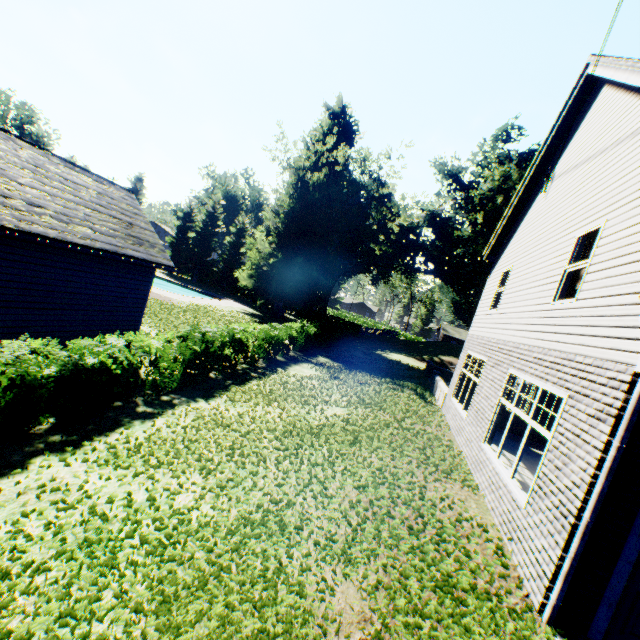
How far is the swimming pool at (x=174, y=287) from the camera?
38.94m

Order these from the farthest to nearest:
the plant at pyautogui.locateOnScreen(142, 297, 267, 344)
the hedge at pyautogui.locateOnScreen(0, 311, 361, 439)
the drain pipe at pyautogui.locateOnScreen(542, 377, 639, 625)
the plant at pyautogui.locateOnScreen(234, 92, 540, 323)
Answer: the plant at pyautogui.locateOnScreen(234, 92, 540, 323), the plant at pyautogui.locateOnScreen(142, 297, 267, 344), the hedge at pyautogui.locateOnScreen(0, 311, 361, 439), the drain pipe at pyautogui.locateOnScreen(542, 377, 639, 625)

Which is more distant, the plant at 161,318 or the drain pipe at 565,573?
the plant at 161,318

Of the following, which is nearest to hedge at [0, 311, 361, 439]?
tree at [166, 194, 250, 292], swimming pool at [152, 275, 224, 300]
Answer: tree at [166, 194, 250, 292]

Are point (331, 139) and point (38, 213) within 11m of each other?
no

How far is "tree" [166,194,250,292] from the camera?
48.2m

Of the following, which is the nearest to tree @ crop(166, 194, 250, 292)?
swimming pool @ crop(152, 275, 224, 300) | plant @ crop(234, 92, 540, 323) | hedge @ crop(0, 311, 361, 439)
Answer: plant @ crop(234, 92, 540, 323)

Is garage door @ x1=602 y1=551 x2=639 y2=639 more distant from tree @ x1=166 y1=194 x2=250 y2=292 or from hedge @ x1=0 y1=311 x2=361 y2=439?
tree @ x1=166 y1=194 x2=250 y2=292
